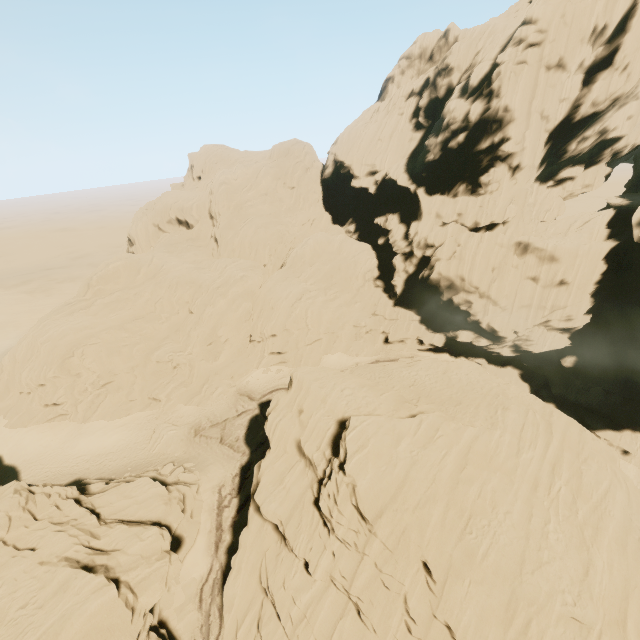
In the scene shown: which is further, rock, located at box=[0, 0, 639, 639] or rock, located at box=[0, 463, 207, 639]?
rock, located at box=[0, 0, 639, 639]

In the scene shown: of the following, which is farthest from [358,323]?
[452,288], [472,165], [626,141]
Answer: [626,141]

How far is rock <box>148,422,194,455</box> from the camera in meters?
34.1 m

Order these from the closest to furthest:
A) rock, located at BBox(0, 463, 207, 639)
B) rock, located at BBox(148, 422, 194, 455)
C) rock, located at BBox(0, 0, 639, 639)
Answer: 1. rock, located at BBox(0, 463, 207, 639)
2. rock, located at BBox(0, 0, 639, 639)
3. rock, located at BBox(148, 422, 194, 455)

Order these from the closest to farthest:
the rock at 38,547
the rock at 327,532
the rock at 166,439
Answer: the rock at 38,547
the rock at 327,532
the rock at 166,439

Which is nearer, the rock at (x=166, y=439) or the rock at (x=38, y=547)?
the rock at (x=38, y=547)
